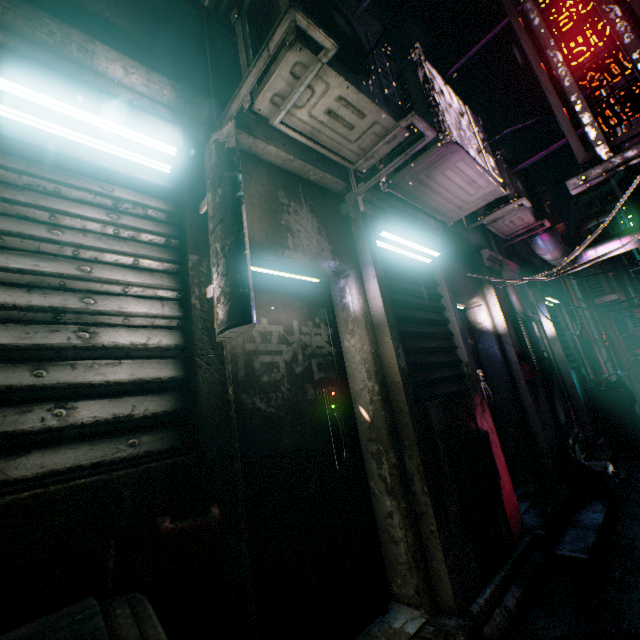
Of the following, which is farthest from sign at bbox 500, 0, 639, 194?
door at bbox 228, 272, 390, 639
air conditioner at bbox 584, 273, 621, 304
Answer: air conditioner at bbox 584, 273, 621, 304

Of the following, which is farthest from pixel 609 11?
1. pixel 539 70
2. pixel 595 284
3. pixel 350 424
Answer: pixel 595 284

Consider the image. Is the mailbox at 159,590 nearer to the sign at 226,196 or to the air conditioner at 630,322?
the sign at 226,196

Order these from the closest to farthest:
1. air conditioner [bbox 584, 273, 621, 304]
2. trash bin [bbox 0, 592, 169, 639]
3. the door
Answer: trash bin [bbox 0, 592, 169, 639]
the door
air conditioner [bbox 584, 273, 621, 304]

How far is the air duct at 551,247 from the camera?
4.4m

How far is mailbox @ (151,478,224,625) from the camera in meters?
0.9 m

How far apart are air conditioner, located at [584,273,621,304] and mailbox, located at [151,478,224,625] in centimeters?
1134cm

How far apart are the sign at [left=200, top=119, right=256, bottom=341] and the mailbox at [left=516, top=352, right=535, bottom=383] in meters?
3.6
